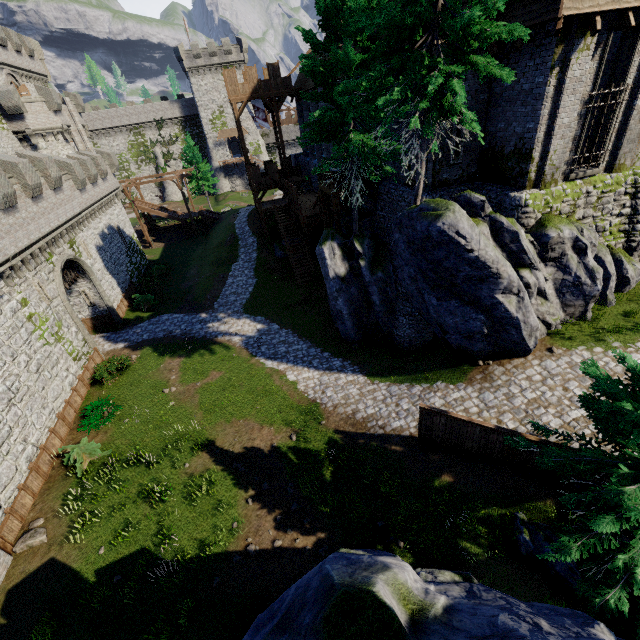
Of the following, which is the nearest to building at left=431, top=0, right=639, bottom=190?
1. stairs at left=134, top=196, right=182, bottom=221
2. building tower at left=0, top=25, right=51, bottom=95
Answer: stairs at left=134, top=196, right=182, bottom=221

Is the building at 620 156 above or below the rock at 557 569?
above

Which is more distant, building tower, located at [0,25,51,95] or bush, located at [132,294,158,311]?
building tower, located at [0,25,51,95]

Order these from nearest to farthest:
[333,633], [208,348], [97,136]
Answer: [333,633]
[208,348]
[97,136]

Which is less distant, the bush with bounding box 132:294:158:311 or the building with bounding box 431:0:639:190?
the building with bounding box 431:0:639:190

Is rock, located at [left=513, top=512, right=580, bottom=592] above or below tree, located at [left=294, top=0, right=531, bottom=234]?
below

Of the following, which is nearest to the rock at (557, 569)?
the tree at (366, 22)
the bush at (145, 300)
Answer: the tree at (366, 22)

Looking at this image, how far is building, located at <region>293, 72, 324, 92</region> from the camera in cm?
2609
